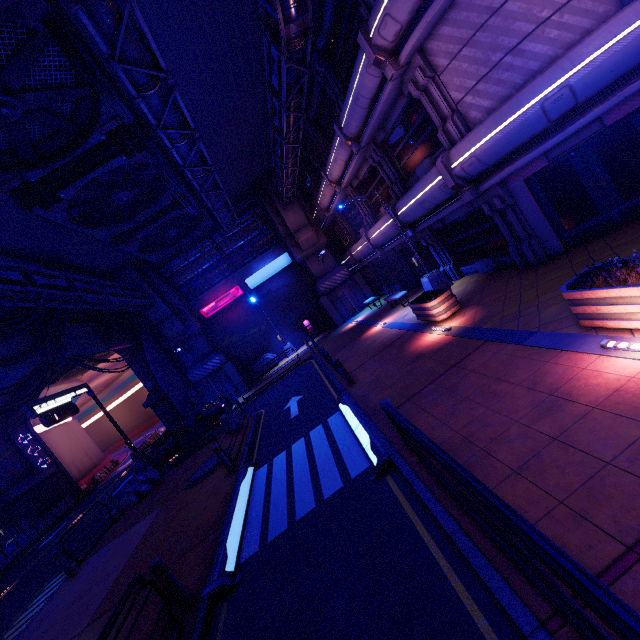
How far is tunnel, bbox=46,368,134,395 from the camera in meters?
34.7 m

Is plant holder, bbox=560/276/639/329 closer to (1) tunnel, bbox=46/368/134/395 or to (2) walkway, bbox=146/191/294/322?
(2) walkway, bbox=146/191/294/322

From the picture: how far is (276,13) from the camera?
9.00m

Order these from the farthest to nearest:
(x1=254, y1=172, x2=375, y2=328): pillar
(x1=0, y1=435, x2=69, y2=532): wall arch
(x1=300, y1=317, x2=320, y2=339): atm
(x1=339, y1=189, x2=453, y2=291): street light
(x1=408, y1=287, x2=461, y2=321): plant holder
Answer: (x1=300, y1=317, x2=320, y2=339): atm → (x1=0, y1=435, x2=69, y2=532): wall arch → (x1=254, y1=172, x2=375, y2=328): pillar → (x1=339, y1=189, x2=453, y2=291): street light → (x1=408, y1=287, x2=461, y2=321): plant holder

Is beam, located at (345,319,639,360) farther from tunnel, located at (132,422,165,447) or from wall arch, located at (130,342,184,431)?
tunnel, located at (132,422,165,447)

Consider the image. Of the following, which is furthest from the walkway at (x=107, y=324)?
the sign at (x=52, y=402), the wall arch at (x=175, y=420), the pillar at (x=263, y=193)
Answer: the pillar at (x=263, y=193)

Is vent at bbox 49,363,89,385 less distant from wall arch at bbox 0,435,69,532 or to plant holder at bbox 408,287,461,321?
wall arch at bbox 0,435,69,532

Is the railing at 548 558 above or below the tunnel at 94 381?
below
